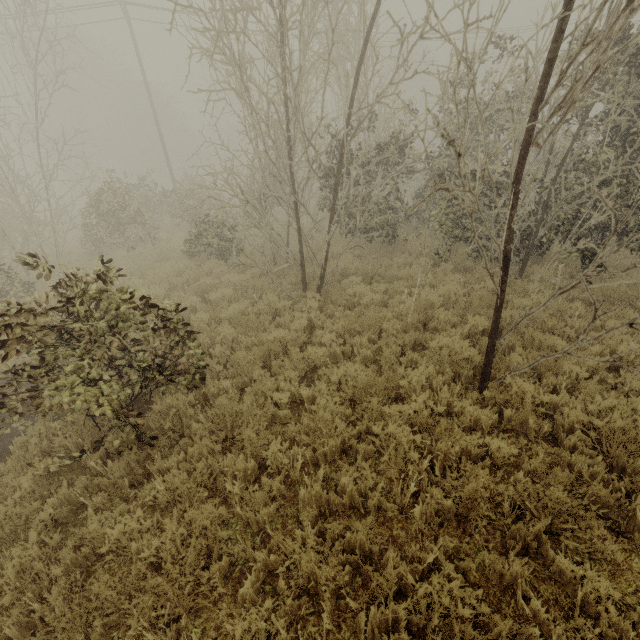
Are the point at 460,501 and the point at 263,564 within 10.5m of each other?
yes
